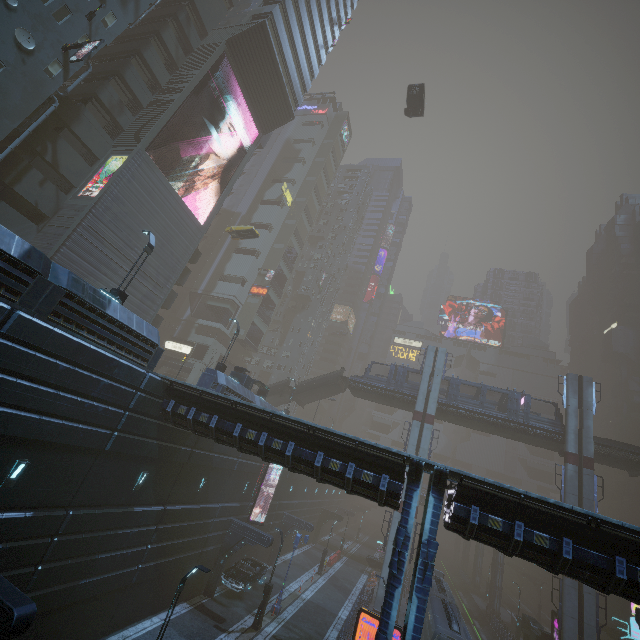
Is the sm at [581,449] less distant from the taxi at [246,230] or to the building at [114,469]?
the building at [114,469]

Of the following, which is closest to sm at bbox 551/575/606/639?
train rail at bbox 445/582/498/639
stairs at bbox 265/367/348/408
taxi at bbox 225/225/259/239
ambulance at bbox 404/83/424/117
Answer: train rail at bbox 445/582/498/639

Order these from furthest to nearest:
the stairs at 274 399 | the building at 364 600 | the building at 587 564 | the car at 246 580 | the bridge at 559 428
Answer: the stairs at 274 399, the bridge at 559 428, the car at 246 580, the building at 364 600, the building at 587 564

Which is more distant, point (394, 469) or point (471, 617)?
point (471, 617)

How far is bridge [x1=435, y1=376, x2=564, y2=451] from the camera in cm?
3272

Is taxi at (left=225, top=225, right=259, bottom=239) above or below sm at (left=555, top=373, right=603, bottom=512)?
above

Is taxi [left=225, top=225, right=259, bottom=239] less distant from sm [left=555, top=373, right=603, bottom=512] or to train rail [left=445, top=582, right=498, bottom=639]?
sm [left=555, top=373, right=603, bottom=512]

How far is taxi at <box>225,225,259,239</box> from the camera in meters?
37.9
